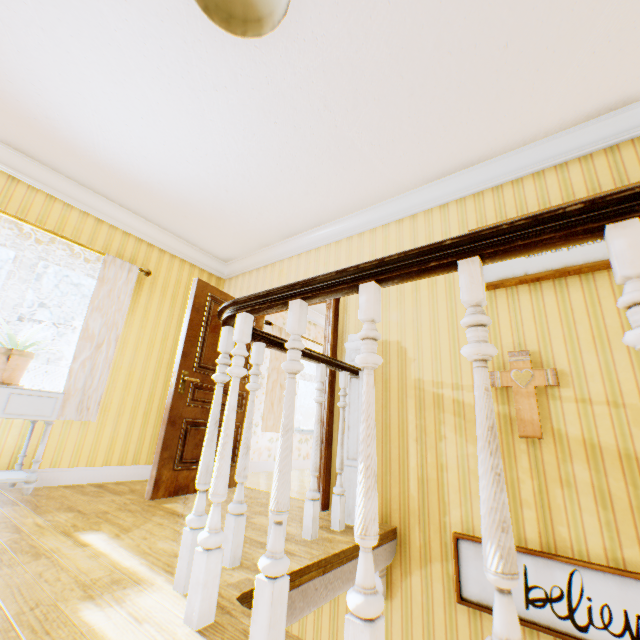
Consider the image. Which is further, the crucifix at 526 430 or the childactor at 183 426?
the childactor at 183 426

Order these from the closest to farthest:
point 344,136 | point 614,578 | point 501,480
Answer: point 501,480 → point 614,578 → point 344,136

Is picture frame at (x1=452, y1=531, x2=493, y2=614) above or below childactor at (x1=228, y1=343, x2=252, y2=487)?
below

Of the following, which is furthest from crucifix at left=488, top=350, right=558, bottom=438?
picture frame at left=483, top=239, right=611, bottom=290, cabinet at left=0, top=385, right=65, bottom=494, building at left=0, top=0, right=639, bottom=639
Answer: cabinet at left=0, top=385, right=65, bottom=494

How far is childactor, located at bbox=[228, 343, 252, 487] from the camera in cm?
381

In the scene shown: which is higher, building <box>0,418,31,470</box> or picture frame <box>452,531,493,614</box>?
building <box>0,418,31,470</box>

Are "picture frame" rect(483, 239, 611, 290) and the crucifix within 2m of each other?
yes

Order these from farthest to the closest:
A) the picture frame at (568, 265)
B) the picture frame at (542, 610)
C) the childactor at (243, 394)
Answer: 1. the childactor at (243, 394)
2. the picture frame at (568, 265)
3. the picture frame at (542, 610)
